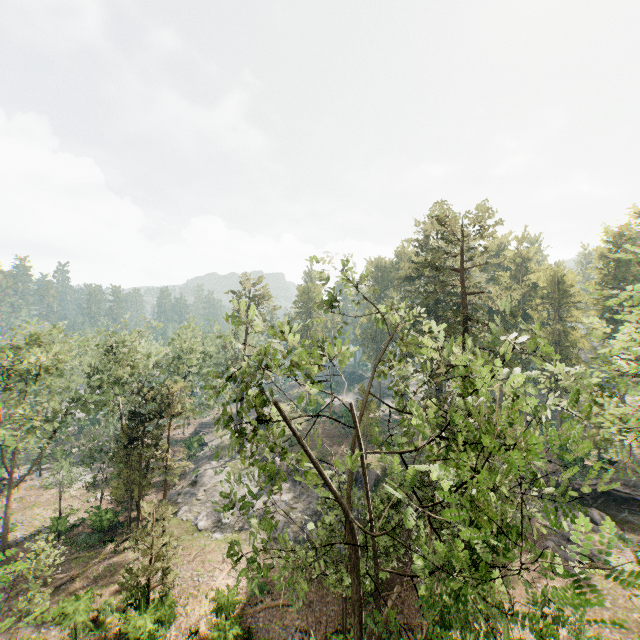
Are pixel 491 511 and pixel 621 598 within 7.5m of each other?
no

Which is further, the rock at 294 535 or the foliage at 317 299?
the rock at 294 535

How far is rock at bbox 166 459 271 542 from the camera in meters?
30.6

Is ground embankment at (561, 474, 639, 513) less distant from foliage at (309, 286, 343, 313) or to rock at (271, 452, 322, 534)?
foliage at (309, 286, 343, 313)

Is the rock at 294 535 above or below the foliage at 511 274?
below

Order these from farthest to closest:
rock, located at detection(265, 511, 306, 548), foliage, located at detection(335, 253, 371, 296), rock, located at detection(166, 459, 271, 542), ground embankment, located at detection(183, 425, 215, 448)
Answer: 1. ground embankment, located at detection(183, 425, 215, 448)
2. rock, located at detection(166, 459, 271, 542)
3. rock, located at detection(265, 511, 306, 548)
4. foliage, located at detection(335, 253, 371, 296)

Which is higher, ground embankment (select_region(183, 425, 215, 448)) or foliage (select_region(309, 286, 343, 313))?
foliage (select_region(309, 286, 343, 313))

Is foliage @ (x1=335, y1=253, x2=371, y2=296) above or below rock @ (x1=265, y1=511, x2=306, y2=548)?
above
